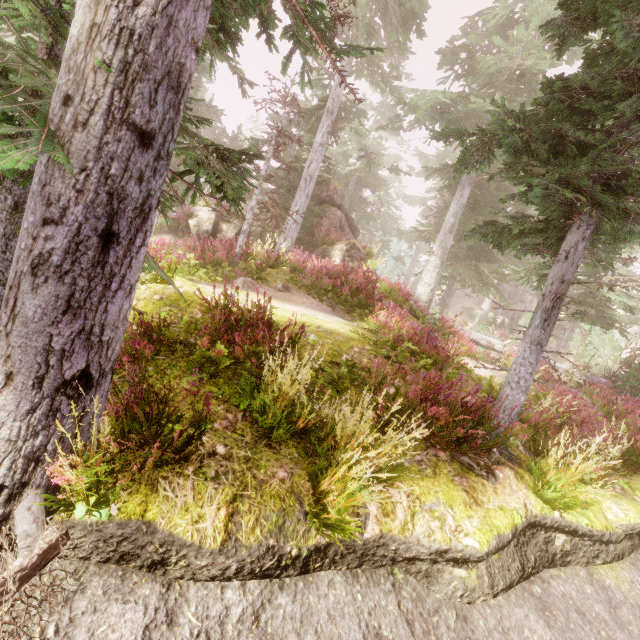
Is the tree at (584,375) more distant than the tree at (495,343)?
No

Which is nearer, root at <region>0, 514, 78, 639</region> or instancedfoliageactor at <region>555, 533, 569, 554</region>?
root at <region>0, 514, 78, 639</region>

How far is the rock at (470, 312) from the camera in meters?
40.3 m

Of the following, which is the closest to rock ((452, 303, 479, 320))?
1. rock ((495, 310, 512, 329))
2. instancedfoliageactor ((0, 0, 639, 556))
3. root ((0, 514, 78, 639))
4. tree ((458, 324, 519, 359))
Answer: instancedfoliageactor ((0, 0, 639, 556))

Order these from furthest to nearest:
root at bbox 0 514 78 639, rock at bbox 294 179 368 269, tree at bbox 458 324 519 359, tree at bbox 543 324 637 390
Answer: rock at bbox 294 179 368 269, tree at bbox 458 324 519 359, tree at bbox 543 324 637 390, root at bbox 0 514 78 639

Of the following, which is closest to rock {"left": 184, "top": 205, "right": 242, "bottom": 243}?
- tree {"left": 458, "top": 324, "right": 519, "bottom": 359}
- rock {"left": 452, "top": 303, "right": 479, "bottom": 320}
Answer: tree {"left": 458, "top": 324, "right": 519, "bottom": 359}

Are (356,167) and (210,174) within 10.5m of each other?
no

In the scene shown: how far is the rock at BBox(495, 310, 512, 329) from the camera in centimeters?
3959cm
